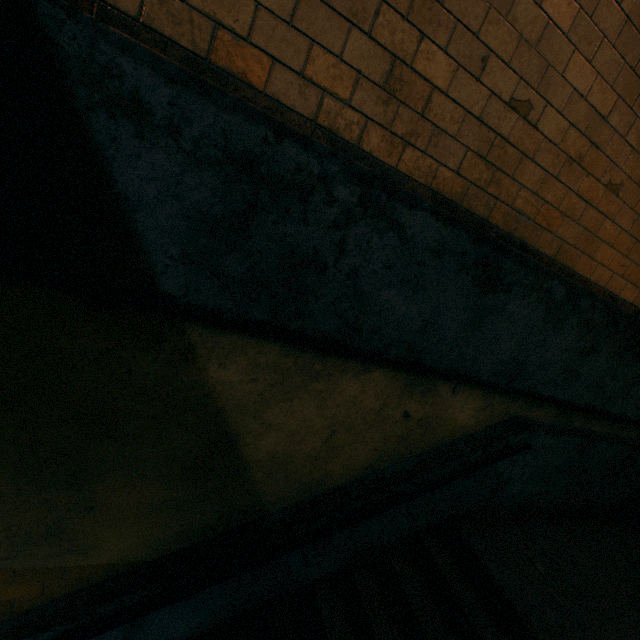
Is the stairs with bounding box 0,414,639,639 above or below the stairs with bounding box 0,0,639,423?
below

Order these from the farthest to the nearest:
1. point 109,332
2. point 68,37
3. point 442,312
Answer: point 442,312
point 109,332
point 68,37

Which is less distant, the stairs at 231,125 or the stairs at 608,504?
the stairs at 231,125

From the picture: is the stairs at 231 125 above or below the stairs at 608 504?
above

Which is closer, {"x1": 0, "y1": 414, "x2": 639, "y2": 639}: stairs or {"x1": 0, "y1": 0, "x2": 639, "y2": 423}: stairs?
{"x1": 0, "y1": 0, "x2": 639, "y2": 423}: stairs
